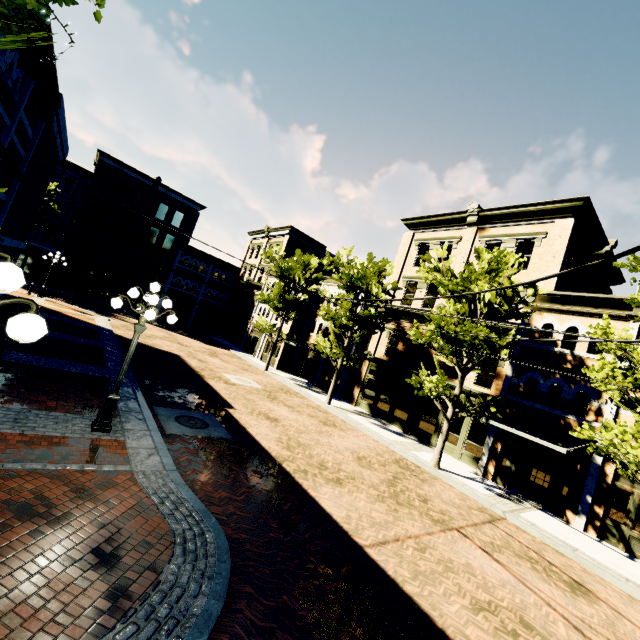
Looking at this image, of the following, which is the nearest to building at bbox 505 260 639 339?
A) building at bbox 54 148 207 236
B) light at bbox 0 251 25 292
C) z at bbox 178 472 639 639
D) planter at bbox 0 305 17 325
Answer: z at bbox 178 472 639 639

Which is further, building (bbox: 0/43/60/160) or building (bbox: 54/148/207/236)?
building (bbox: 54/148/207/236)

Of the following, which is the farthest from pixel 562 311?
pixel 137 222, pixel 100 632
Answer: pixel 137 222

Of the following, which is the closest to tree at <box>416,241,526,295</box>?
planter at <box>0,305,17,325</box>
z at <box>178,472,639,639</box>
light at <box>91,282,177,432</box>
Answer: z at <box>178,472,639,639</box>

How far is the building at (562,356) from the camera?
14.1 meters

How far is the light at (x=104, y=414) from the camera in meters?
7.4

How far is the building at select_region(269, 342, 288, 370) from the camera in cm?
2956
